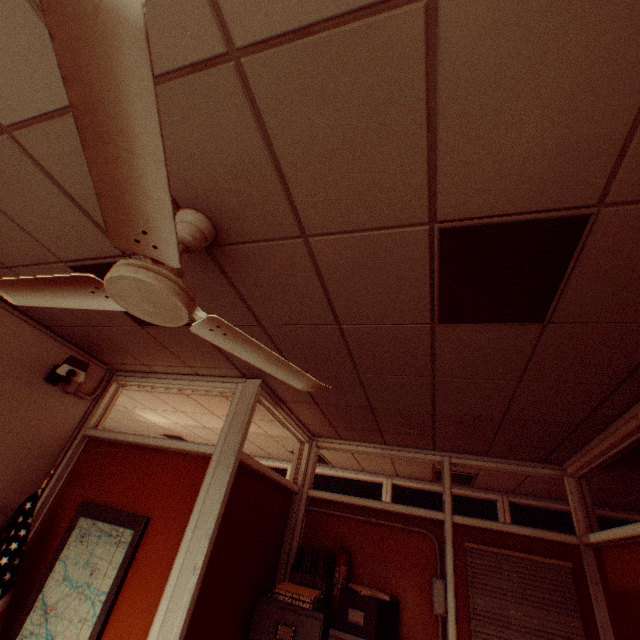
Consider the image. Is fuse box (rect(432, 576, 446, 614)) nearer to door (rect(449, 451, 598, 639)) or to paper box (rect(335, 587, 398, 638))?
door (rect(449, 451, 598, 639))

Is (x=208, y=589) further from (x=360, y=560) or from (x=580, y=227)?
(x=580, y=227)

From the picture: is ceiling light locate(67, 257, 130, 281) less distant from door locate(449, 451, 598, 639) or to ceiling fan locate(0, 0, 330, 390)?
ceiling fan locate(0, 0, 330, 390)

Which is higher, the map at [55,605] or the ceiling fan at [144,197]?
the ceiling fan at [144,197]

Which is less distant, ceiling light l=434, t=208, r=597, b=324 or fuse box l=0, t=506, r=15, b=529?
ceiling light l=434, t=208, r=597, b=324

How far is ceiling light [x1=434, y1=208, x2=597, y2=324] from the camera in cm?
120

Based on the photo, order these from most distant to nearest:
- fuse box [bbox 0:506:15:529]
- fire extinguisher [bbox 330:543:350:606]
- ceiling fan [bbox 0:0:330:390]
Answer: fire extinguisher [bbox 330:543:350:606] < fuse box [bbox 0:506:15:529] < ceiling fan [bbox 0:0:330:390]

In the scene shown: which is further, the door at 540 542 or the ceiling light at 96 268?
the door at 540 542
